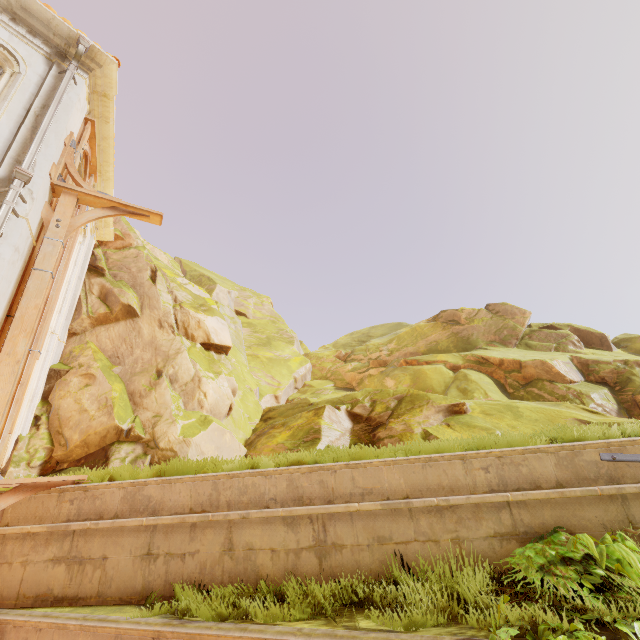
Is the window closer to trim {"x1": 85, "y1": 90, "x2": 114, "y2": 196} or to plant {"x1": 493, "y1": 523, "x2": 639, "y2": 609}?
trim {"x1": 85, "y1": 90, "x2": 114, "y2": 196}

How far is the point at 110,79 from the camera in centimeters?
720cm

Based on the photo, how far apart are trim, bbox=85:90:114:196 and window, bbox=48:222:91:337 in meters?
0.8

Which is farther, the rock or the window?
the window

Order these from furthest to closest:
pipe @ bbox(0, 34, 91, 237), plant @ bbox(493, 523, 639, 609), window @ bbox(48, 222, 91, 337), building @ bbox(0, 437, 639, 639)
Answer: window @ bbox(48, 222, 91, 337) < pipe @ bbox(0, 34, 91, 237) < building @ bbox(0, 437, 639, 639) < plant @ bbox(493, 523, 639, 609)

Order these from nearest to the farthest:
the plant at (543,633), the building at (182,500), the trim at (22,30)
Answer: the plant at (543,633)
the building at (182,500)
the trim at (22,30)

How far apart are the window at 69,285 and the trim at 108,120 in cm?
77

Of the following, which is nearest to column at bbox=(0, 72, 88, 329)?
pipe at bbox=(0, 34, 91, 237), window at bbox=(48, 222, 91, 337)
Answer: pipe at bbox=(0, 34, 91, 237)
